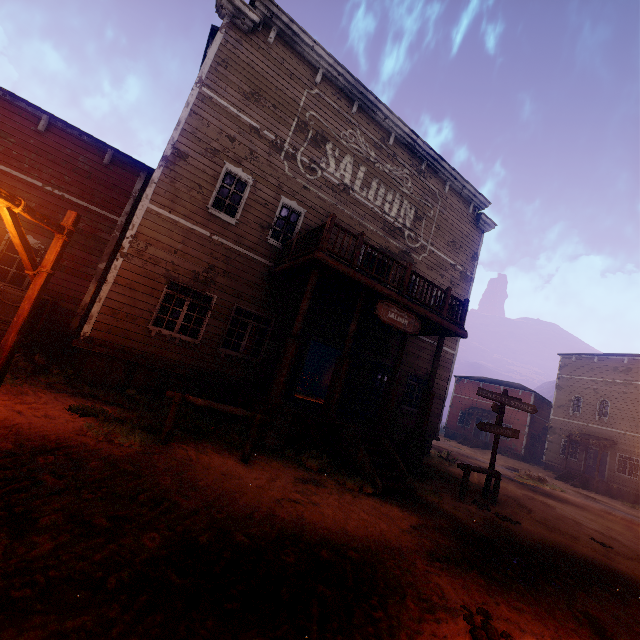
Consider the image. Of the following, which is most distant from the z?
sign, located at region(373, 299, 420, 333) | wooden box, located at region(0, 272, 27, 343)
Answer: sign, located at region(373, 299, 420, 333)

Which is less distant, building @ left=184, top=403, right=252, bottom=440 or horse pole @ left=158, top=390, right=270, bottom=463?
horse pole @ left=158, top=390, right=270, bottom=463

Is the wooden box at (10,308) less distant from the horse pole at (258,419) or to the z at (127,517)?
the z at (127,517)

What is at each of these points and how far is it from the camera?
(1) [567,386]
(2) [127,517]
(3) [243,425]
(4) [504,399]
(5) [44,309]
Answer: (1) building, 29.69m
(2) z, 3.27m
(3) building, 8.15m
(4) sign, 10.25m
(5) wooden box, 9.11m

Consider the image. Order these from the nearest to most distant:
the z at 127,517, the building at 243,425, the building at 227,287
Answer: the z at 127,517 < the building at 243,425 < the building at 227,287

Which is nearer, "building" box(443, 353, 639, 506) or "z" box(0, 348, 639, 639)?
"z" box(0, 348, 639, 639)

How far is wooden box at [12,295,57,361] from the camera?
7.8m

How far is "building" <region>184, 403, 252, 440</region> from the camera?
7.4m
